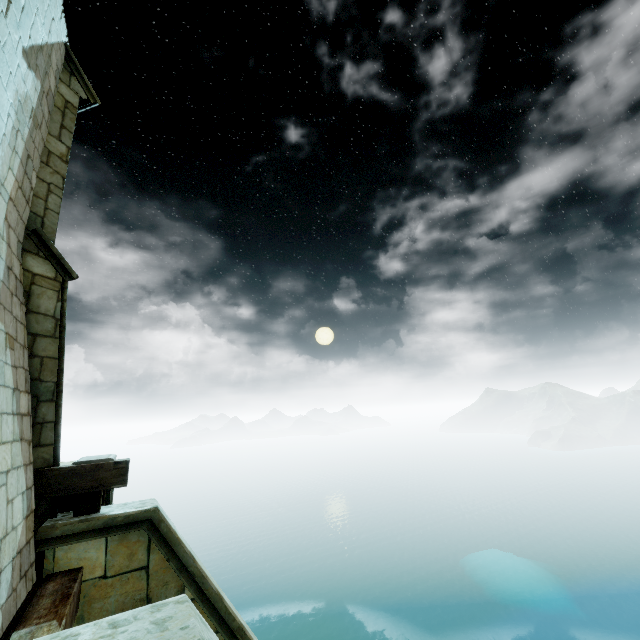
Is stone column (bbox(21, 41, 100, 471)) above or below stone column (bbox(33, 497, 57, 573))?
above

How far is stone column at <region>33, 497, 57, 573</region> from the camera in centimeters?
502cm

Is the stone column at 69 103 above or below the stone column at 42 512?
above

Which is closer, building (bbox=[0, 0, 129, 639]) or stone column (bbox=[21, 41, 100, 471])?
building (bbox=[0, 0, 129, 639])

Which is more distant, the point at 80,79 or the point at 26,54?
the point at 80,79

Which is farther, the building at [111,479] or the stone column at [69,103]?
the stone column at [69,103]
